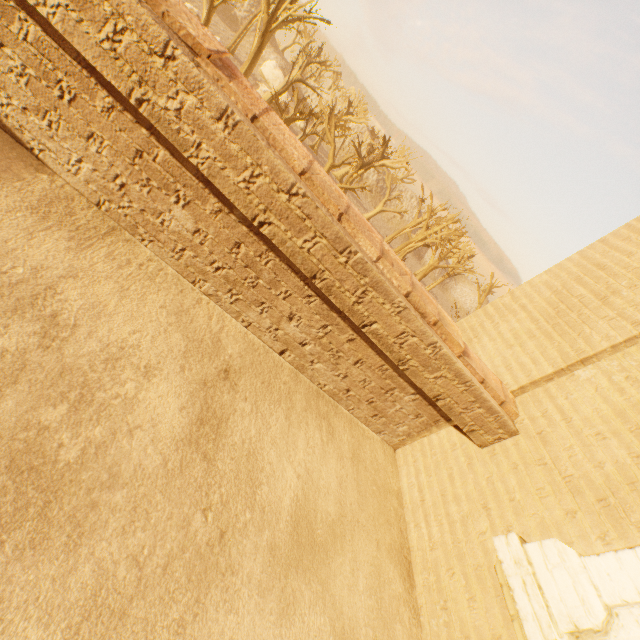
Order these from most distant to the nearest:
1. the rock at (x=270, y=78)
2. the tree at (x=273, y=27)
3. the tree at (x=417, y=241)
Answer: the rock at (x=270, y=78)
the tree at (x=417, y=241)
the tree at (x=273, y=27)

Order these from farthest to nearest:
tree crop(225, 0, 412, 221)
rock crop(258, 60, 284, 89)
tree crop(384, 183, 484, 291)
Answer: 1. rock crop(258, 60, 284, 89)
2. tree crop(384, 183, 484, 291)
3. tree crop(225, 0, 412, 221)

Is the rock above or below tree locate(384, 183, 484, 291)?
below

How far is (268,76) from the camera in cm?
5303

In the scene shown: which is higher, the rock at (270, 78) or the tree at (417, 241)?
the tree at (417, 241)

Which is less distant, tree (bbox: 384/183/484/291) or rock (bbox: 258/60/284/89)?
tree (bbox: 384/183/484/291)

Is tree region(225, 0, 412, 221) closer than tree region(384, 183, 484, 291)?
Yes
